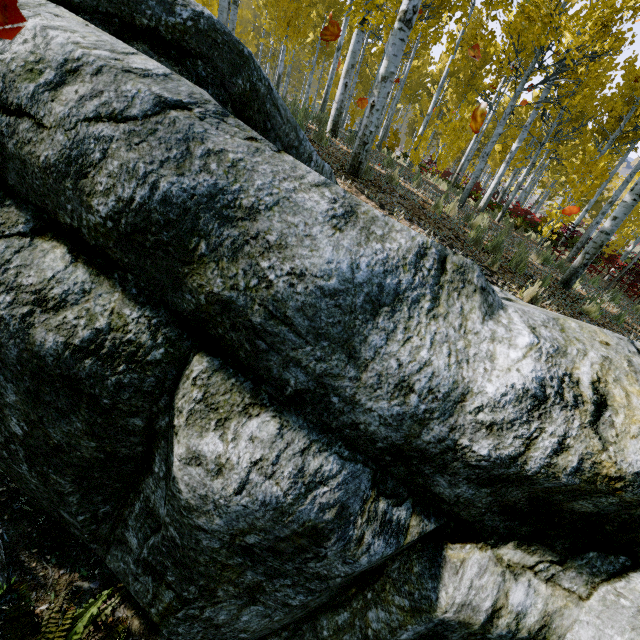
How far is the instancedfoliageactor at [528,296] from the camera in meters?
4.9 m

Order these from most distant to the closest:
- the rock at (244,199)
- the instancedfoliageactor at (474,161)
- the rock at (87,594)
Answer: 1. the instancedfoliageactor at (474,161)
2. the rock at (87,594)
3. the rock at (244,199)

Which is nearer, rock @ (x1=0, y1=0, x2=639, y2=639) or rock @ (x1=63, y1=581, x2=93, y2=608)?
rock @ (x1=0, y1=0, x2=639, y2=639)

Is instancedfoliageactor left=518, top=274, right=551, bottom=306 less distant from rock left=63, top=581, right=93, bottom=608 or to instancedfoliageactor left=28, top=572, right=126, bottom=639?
rock left=63, top=581, right=93, bottom=608

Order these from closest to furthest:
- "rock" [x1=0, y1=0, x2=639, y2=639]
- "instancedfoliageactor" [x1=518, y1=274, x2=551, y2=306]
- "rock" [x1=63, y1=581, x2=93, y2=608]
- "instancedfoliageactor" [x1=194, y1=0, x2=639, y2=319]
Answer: "rock" [x1=0, y1=0, x2=639, y2=639] → "rock" [x1=63, y1=581, x2=93, y2=608] → "instancedfoliageactor" [x1=518, y1=274, x2=551, y2=306] → "instancedfoliageactor" [x1=194, y1=0, x2=639, y2=319]

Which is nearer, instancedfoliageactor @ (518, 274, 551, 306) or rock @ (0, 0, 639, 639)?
rock @ (0, 0, 639, 639)

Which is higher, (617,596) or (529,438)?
(529,438)
